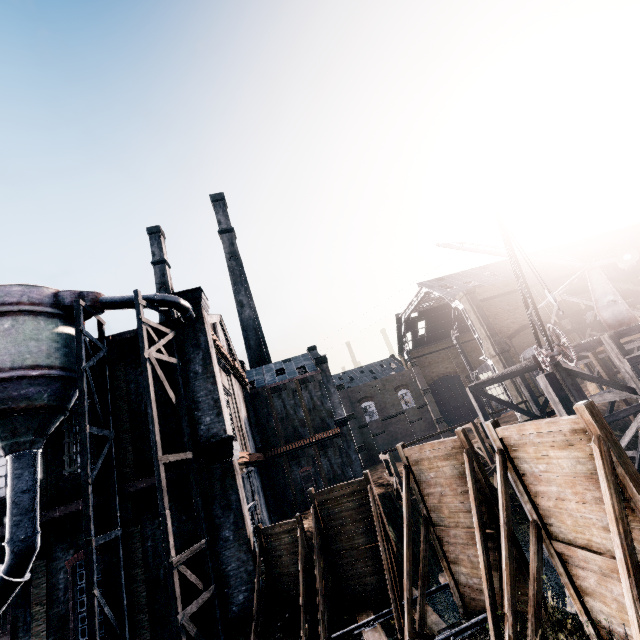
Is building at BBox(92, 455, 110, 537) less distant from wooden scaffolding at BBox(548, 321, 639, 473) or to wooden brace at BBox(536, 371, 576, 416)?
wooden brace at BBox(536, 371, 576, 416)

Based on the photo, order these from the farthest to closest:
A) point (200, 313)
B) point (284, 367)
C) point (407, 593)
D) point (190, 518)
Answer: point (284, 367), point (200, 313), point (190, 518), point (407, 593)

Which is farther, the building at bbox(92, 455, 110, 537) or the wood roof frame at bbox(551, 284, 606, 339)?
the wood roof frame at bbox(551, 284, 606, 339)

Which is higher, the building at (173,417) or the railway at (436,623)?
the building at (173,417)

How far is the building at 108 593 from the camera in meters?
13.4

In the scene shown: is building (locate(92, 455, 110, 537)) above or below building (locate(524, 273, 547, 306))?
below

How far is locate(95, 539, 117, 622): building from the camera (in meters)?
13.36
